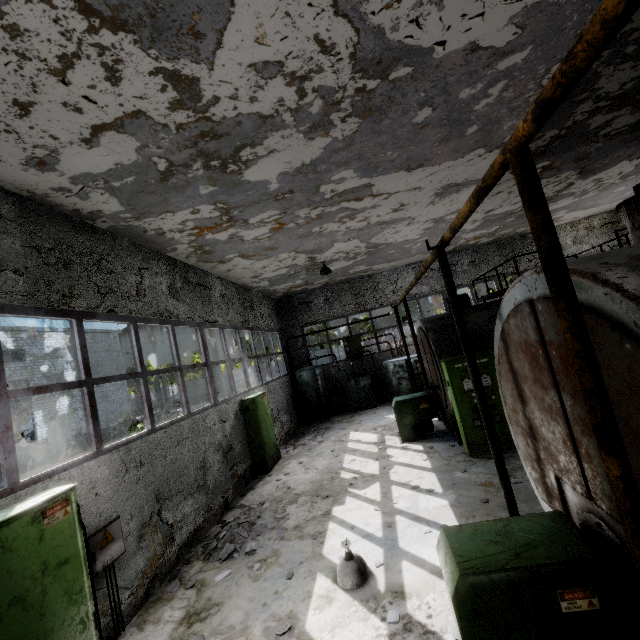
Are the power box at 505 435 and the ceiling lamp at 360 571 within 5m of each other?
yes

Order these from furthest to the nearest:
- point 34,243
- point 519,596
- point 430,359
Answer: point 430,359 < point 34,243 < point 519,596

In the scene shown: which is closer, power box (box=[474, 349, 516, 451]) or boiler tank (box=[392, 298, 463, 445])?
power box (box=[474, 349, 516, 451])

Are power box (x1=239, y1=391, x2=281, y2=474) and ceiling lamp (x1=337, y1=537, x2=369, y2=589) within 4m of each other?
no

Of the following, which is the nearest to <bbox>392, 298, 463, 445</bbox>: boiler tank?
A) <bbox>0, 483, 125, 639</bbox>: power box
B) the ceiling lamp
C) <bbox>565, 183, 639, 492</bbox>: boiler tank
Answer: <bbox>565, 183, 639, 492</bbox>: boiler tank

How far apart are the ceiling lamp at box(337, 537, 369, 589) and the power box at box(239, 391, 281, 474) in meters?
5.7

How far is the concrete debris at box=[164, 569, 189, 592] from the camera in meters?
5.6

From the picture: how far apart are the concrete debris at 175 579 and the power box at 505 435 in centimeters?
666cm
